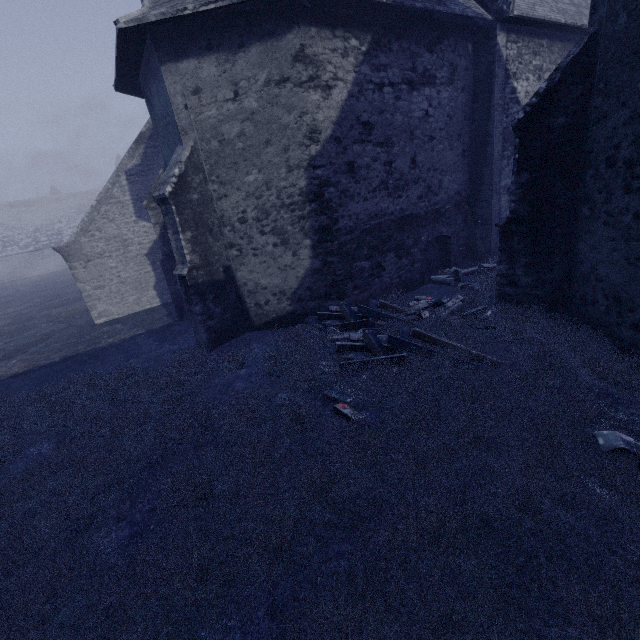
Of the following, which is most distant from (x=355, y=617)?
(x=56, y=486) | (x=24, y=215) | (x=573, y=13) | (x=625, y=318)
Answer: (x=24, y=215)

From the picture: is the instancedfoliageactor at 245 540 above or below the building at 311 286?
below

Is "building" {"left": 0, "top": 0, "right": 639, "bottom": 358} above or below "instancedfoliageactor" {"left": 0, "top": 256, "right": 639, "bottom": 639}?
above

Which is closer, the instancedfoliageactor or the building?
the instancedfoliageactor

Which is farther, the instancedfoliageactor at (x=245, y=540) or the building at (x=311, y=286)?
the building at (x=311, y=286)
